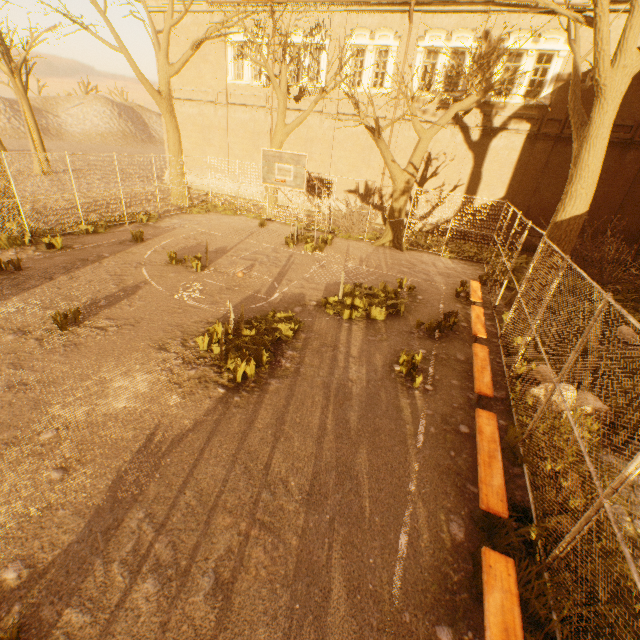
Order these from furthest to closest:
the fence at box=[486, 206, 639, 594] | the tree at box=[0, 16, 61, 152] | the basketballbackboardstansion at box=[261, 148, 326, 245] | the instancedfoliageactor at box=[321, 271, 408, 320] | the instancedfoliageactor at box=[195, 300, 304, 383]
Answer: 1. the tree at box=[0, 16, 61, 152]
2. the basketballbackboardstansion at box=[261, 148, 326, 245]
3. the instancedfoliageactor at box=[321, 271, 408, 320]
4. the instancedfoliageactor at box=[195, 300, 304, 383]
5. the fence at box=[486, 206, 639, 594]

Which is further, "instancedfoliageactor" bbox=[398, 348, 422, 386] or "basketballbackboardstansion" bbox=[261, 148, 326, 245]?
"basketballbackboardstansion" bbox=[261, 148, 326, 245]

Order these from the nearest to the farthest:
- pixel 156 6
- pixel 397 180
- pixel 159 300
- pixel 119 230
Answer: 1. pixel 159 300
2. pixel 119 230
3. pixel 397 180
4. pixel 156 6

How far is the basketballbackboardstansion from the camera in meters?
11.0 m

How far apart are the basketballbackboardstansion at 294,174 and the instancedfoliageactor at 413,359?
7.2 meters

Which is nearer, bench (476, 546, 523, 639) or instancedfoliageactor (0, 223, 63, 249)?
bench (476, 546, 523, 639)

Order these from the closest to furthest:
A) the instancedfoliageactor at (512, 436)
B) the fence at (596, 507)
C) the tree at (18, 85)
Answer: the fence at (596, 507), the instancedfoliageactor at (512, 436), the tree at (18, 85)

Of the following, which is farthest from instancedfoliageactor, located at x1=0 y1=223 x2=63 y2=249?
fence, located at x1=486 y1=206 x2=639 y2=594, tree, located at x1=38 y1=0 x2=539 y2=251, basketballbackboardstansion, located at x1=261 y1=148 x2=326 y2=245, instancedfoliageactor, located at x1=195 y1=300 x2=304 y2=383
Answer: instancedfoliageactor, located at x1=195 y1=300 x2=304 y2=383
